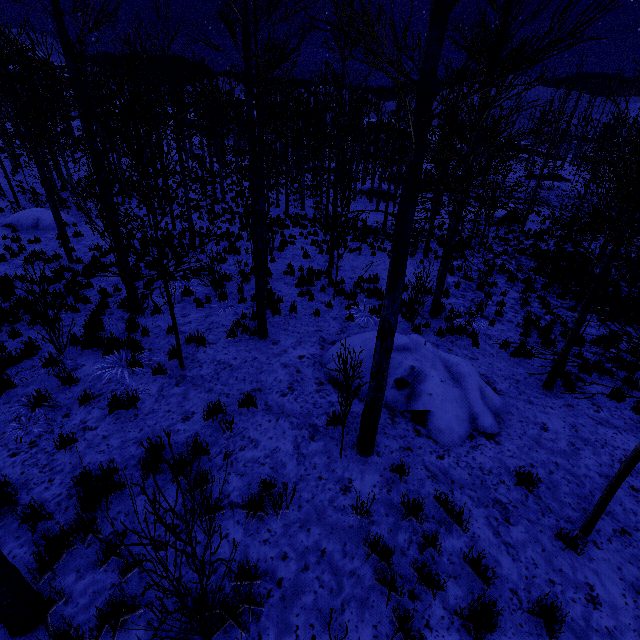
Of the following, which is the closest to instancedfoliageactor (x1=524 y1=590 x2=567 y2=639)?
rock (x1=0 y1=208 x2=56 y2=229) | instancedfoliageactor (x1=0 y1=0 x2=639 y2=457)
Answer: instancedfoliageactor (x1=0 y1=0 x2=639 y2=457)

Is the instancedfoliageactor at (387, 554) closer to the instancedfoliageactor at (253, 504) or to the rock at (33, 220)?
the instancedfoliageactor at (253, 504)

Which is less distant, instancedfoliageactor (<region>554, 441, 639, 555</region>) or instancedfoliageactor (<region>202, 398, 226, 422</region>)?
instancedfoliageactor (<region>554, 441, 639, 555</region>)

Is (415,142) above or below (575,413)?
above

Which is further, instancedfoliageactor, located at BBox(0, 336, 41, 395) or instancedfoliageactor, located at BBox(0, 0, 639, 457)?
instancedfoliageactor, located at BBox(0, 336, 41, 395)

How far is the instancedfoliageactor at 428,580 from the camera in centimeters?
352cm

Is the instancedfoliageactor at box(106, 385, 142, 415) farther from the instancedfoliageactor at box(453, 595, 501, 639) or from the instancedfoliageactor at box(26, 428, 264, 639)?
the instancedfoliageactor at box(453, 595, 501, 639)

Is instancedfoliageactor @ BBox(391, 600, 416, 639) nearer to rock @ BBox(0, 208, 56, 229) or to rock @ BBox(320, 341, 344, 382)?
rock @ BBox(320, 341, 344, 382)
